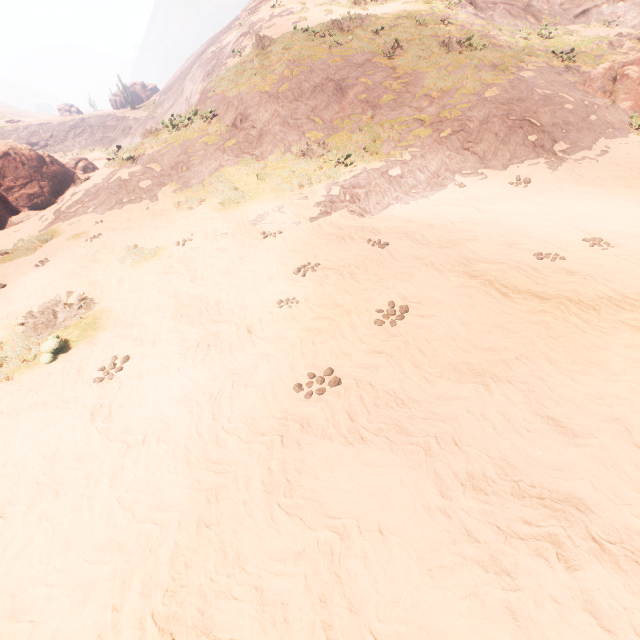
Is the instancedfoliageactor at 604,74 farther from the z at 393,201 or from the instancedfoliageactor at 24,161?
the instancedfoliageactor at 24,161

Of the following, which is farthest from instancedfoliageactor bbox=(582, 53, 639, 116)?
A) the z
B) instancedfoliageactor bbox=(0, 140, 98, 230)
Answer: instancedfoliageactor bbox=(0, 140, 98, 230)

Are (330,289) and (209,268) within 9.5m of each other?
yes

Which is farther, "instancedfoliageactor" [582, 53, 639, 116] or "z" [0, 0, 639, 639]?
"instancedfoliageactor" [582, 53, 639, 116]

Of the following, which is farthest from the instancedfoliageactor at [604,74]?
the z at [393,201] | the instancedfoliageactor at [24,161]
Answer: the instancedfoliageactor at [24,161]

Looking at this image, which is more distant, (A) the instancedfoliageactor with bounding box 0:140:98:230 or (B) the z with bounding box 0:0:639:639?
(A) the instancedfoliageactor with bounding box 0:140:98:230

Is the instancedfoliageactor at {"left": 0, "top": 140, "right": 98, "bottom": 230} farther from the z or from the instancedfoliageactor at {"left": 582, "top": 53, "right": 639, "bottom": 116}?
the instancedfoliageactor at {"left": 582, "top": 53, "right": 639, "bottom": 116}
